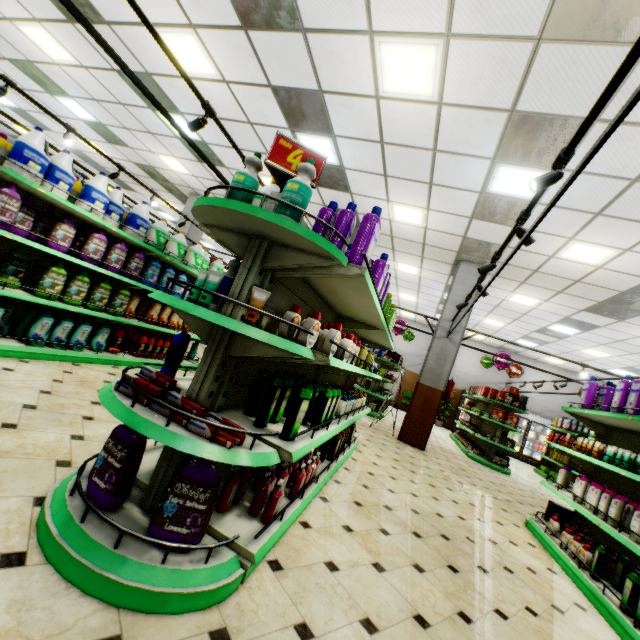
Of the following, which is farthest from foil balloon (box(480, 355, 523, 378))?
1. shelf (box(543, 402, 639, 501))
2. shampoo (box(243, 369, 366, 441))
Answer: shampoo (box(243, 369, 366, 441))

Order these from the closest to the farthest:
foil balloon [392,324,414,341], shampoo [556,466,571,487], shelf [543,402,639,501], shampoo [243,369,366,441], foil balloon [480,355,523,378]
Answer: shampoo [243,369,366,441], shelf [543,402,639,501], shampoo [556,466,571,487], foil balloon [480,355,523,378], foil balloon [392,324,414,341]

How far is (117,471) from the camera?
1.7 meters

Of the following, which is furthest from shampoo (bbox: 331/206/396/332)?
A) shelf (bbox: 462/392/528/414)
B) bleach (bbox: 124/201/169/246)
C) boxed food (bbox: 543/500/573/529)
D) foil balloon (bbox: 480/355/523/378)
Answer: foil balloon (bbox: 480/355/523/378)

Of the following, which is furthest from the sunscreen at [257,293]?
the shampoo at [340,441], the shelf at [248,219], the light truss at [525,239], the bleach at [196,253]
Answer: the bleach at [196,253]

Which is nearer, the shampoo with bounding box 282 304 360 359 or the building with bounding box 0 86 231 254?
the shampoo with bounding box 282 304 360 359

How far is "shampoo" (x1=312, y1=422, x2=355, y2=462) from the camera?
3.8m

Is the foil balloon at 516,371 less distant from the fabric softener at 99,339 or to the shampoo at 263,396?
the shampoo at 263,396
